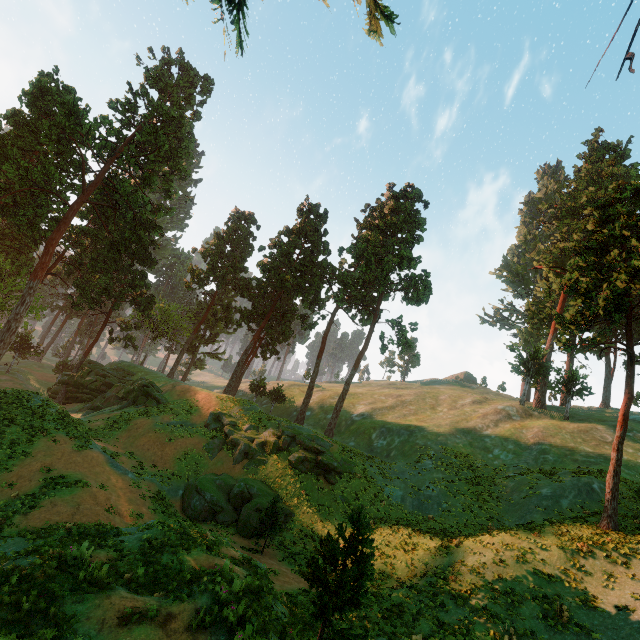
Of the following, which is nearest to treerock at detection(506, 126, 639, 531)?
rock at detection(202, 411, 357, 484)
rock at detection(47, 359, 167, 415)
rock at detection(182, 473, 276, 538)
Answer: rock at detection(47, 359, 167, 415)

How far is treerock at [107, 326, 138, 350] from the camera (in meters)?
48.09

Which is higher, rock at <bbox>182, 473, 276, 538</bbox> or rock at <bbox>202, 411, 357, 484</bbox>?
rock at <bbox>202, 411, 357, 484</bbox>

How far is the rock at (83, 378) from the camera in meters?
35.8 m

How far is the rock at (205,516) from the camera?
Answer: 23.0m

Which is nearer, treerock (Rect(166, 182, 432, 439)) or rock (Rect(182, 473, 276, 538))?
rock (Rect(182, 473, 276, 538))

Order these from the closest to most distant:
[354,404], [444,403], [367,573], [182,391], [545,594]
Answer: [367,573] < [545,594] < [182,391] < [444,403] < [354,404]
